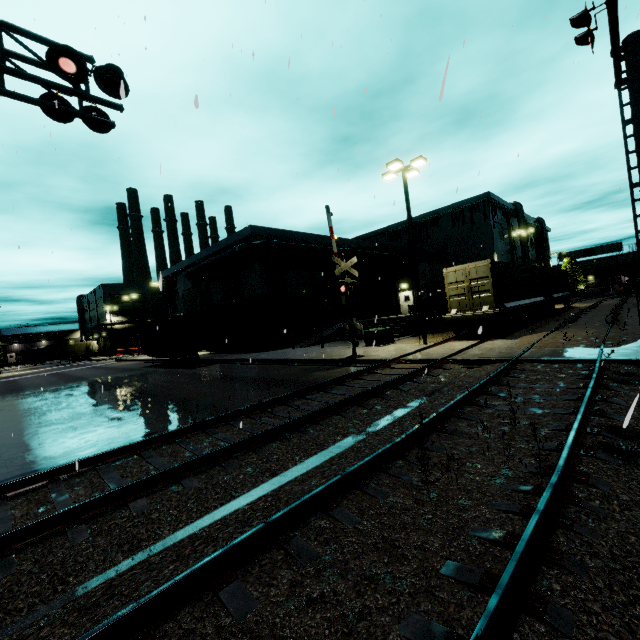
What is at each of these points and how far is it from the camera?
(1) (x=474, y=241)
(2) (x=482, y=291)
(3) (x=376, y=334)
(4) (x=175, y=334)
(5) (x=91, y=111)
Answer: (1) building, 43.7m
(2) cargo container door, 17.2m
(3) electrical box, 19.7m
(4) cargo container, 24.1m
(5) railroad crossing overhang, 8.3m

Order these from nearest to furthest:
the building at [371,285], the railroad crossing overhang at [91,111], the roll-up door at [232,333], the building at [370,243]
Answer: the railroad crossing overhang at [91,111], the building at [371,285], the roll-up door at [232,333], the building at [370,243]

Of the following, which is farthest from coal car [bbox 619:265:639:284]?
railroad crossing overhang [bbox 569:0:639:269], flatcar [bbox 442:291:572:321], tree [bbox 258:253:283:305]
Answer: tree [bbox 258:253:283:305]

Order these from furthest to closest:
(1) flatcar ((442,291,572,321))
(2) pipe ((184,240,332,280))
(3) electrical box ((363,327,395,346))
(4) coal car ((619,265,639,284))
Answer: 1. (4) coal car ((619,265,639,284))
2. (2) pipe ((184,240,332,280))
3. (3) electrical box ((363,327,395,346))
4. (1) flatcar ((442,291,572,321))

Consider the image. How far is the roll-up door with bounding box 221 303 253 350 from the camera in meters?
30.7 m

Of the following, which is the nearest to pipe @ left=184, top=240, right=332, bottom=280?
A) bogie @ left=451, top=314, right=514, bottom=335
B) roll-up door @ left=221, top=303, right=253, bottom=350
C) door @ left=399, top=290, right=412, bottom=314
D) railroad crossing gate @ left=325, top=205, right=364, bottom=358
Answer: roll-up door @ left=221, top=303, right=253, bottom=350

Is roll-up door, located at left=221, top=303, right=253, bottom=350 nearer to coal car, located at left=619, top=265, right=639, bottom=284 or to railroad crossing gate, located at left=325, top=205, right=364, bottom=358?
railroad crossing gate, located at left=325, top=205, right=364, bottom=358

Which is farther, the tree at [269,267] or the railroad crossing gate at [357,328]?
the tree at [269,267]
